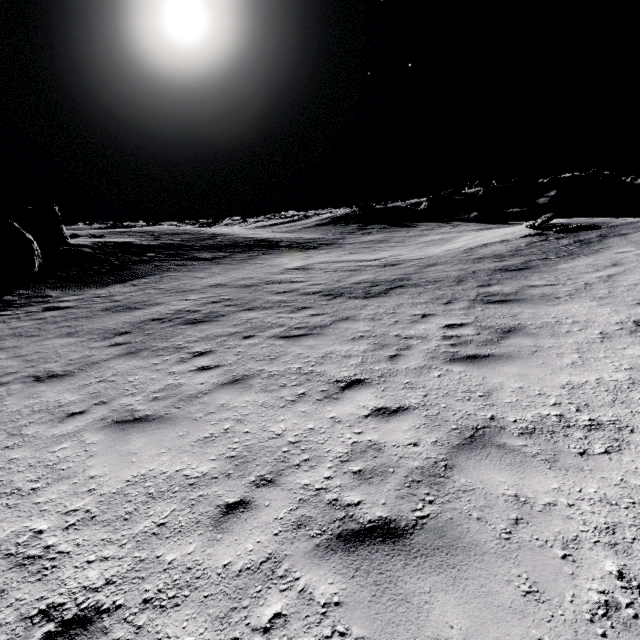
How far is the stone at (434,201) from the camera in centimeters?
4784cm

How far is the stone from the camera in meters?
47.8

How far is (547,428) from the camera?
3.8m
